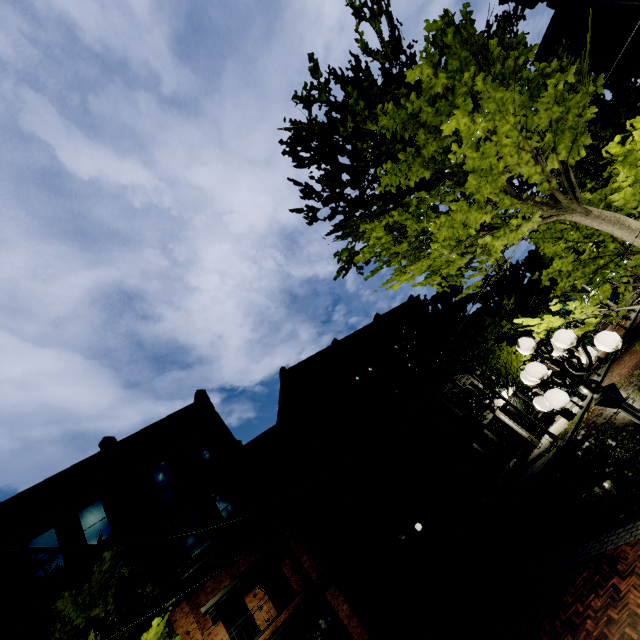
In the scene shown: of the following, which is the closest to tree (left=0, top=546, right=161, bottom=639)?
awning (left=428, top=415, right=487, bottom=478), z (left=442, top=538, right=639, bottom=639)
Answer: z (left=442, top=538, right=639, bottom=639)

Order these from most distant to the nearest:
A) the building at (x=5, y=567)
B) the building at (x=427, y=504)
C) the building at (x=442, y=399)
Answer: the building at (x=442, y=399) → the building at (x=427, y=504) → the building at (x=5, y=567)

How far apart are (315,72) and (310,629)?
18.2m

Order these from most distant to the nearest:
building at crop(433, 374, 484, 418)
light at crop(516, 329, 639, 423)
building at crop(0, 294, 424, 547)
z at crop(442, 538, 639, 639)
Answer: building at crop(433, 374, 484, 418), building at crop(0, 294, 424, 547), z at crop(442, 538, 639, 639), light at crop(516, 329, 639, 423)

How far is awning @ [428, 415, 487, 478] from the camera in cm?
1636

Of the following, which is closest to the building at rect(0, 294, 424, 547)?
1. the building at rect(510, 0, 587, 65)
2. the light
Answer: the light

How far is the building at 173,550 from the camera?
12.8 meters

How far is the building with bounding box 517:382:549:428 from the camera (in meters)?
22.56
